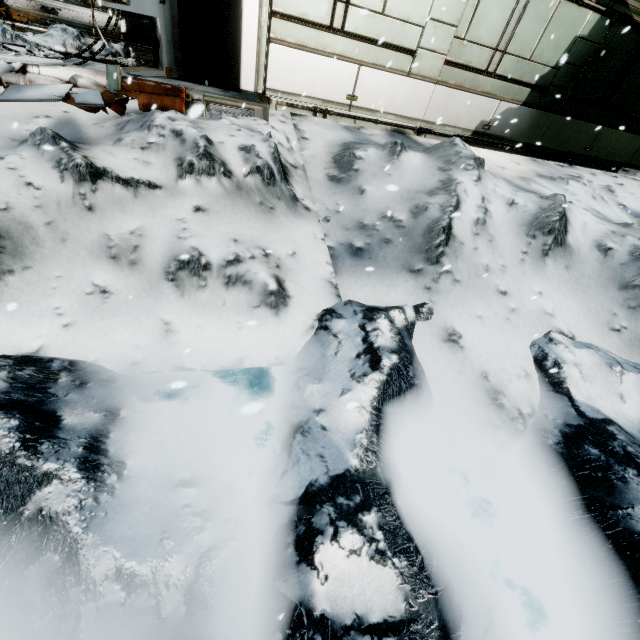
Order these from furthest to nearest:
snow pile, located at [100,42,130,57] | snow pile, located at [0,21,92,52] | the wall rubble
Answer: snow pile, located at [100,42,130,57]
snow pile, located at [0,21,92,52]
the wall rubble

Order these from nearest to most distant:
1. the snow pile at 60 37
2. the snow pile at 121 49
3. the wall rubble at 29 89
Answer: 1. the wall rubble at 29 89
2. the snow pile at 60 37
3. the snow pile at 121 49

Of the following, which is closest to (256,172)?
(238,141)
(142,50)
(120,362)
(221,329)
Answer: (238,141)

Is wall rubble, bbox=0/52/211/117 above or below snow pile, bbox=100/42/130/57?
below

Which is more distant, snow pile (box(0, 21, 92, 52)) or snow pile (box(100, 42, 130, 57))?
snow pile (box(100, 42, 130, 57))

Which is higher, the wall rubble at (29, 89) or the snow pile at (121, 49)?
the snow pile at (121, 49)

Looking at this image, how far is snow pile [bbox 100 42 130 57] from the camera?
5.9 meters

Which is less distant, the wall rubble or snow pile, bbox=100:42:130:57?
the wall rubble
